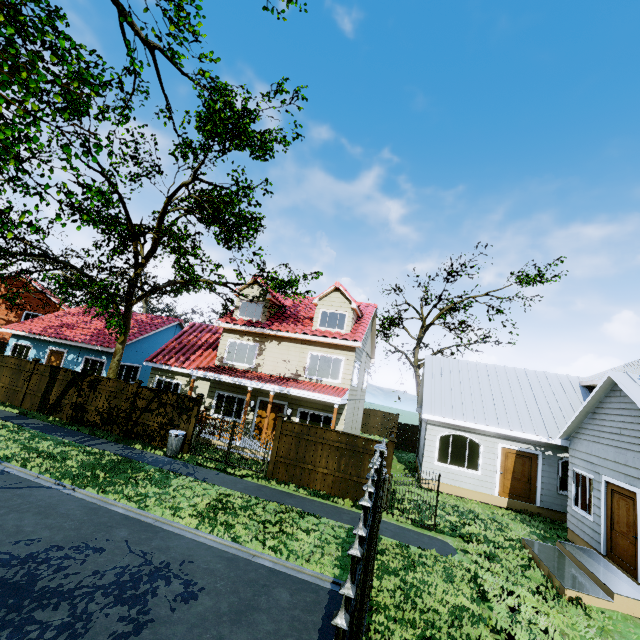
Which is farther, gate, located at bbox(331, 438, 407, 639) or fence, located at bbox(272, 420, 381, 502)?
fence, located at bbox(272, 420, 381, 502)

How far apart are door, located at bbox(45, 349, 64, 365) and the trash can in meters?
14.5

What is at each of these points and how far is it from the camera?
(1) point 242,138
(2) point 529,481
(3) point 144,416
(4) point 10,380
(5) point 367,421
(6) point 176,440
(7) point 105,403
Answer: (1) tree, 11.92m
(2) door, 14.10m
(3) fence, 14.48m
(4) fence, 16.92m
(5) fence, 30.73m
(6) trash can, 13.20m
(7) fence, 15.15m

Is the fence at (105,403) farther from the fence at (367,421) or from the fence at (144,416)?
the fence at (367,421)

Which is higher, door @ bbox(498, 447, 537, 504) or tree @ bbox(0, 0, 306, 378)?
tree @ bbox(0, 0, 306, 378)

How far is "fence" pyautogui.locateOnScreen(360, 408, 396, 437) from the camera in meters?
30.2

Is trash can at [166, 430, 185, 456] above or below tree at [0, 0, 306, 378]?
below

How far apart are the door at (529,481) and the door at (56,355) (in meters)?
27.42
